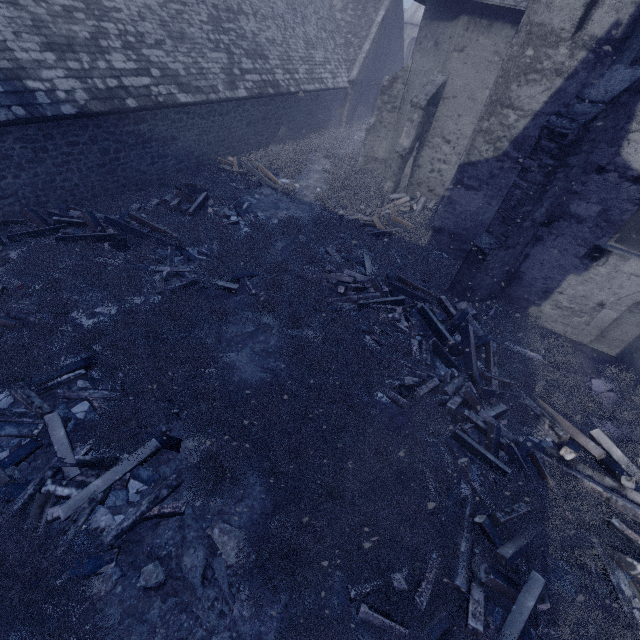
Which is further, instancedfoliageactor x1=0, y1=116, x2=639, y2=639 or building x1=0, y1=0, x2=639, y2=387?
building x1=0, y1=0, x2=639, y2=387

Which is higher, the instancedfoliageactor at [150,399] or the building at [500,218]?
the building at [500,218]

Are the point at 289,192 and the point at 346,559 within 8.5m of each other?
no

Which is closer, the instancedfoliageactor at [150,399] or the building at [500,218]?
the instancedfoliageactor at [150,399]

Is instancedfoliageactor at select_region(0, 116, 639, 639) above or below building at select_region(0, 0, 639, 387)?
below
